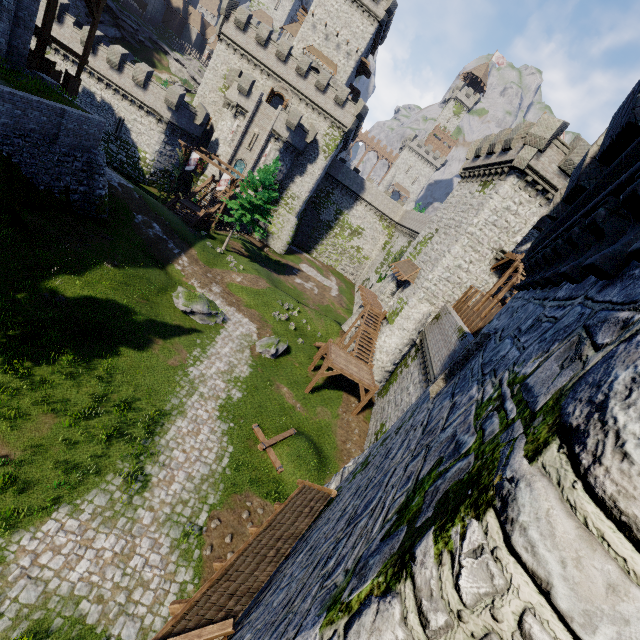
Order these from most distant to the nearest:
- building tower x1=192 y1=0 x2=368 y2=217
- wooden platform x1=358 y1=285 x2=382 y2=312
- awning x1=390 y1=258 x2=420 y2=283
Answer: building tower x1=192 y1=0 x2=368 y2=217, wooden platform x1=358 y1=285 x2=382 y2=312, awning x1=390 y1=258 x2=420 y2=283

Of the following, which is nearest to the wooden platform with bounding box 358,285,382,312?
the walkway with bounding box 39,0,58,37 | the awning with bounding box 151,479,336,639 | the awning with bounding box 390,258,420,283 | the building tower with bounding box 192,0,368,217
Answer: the awning with bounding box 390,258,420,283

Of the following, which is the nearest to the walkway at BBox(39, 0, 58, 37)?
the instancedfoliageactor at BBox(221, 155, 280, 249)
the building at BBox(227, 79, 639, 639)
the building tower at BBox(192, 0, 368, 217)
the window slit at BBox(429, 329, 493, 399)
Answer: the instancedfoliageactor at BBox(221, 155, 280, 249)

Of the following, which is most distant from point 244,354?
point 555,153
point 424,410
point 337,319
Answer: point 555,153

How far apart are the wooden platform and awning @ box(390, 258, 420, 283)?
3.09m

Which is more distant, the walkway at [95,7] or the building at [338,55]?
the building at [338,55]

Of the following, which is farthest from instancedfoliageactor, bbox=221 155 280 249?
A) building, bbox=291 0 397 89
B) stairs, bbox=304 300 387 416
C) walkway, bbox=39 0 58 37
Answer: building, bbox=291 0 397 89

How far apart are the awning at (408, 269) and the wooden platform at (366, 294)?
3.09m
